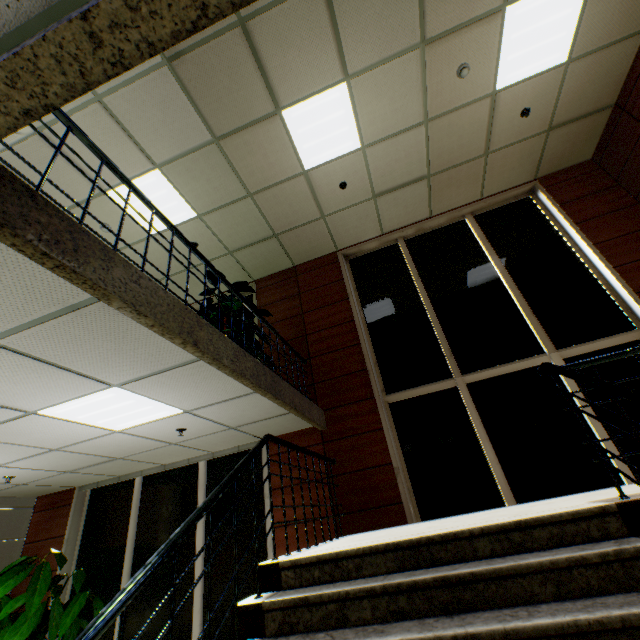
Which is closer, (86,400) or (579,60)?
(86,400)

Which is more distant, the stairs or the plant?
the plant

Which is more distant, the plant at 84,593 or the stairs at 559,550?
the plant at 84,593
